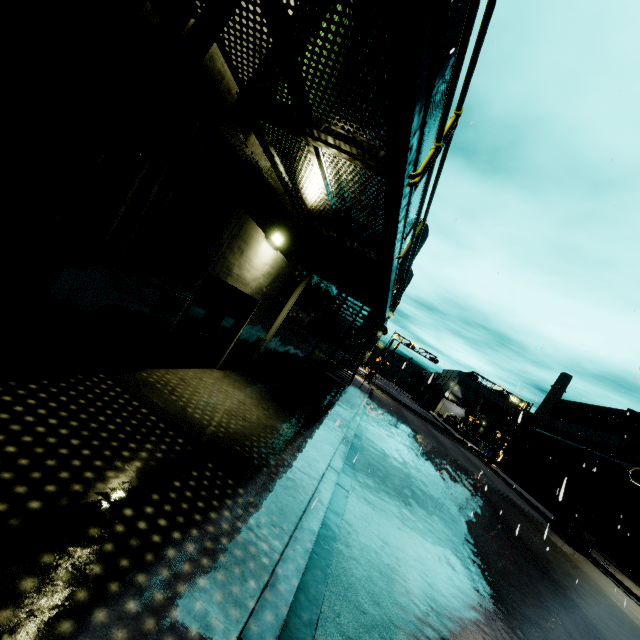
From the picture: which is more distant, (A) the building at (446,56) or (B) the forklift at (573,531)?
(B) the forklift at (573,531)

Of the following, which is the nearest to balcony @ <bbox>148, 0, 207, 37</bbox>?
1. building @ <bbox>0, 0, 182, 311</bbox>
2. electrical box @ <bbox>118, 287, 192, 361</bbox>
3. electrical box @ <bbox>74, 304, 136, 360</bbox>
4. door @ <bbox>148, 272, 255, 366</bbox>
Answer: building @ <bbox>0, 0, 182, 311</bbox>

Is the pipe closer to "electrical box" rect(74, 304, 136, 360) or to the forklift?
the forklift

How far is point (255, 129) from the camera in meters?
5.4 m

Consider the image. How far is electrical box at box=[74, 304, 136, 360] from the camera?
4.9 meters

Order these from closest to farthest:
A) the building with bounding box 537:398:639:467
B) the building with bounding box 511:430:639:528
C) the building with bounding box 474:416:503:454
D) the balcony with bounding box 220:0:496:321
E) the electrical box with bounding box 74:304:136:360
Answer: the balcony with bounding box 220:0:496:321, the electrical box with bounding box 74:304:136:360, the building with bounding box 511:430:639:528, the building with bounding box 537:398:639:467, the building with bounding box 474:416:503:454

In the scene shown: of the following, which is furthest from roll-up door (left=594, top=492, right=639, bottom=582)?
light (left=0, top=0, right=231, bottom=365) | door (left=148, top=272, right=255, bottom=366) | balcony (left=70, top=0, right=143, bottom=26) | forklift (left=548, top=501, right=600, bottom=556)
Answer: light (left=0, top=0, right=231, bottom=365)

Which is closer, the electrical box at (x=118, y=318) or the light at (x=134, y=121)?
the light at (x=134, y=121)
